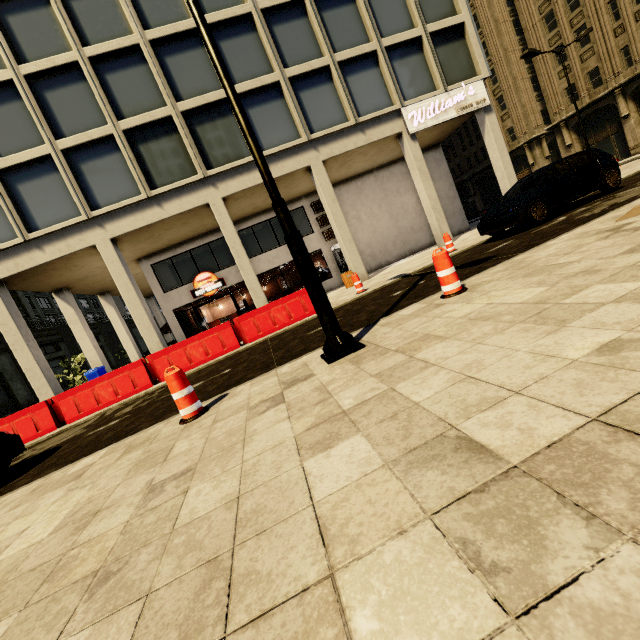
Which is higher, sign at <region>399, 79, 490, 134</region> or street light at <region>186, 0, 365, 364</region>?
sign at <region>399, 79, 490, 134</region>

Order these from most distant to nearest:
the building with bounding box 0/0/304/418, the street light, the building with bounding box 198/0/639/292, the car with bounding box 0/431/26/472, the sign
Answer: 1. the sign
2. the building with bounding box 198/0/639/292
3. the building with bounding box 0/0/304/418
4. the car with bounding box 0/431/26/472
5. the street light

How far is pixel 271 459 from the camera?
2.2 meters

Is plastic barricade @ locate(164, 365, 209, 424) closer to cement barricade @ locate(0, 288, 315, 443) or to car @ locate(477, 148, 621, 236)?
cement barricade @ locate(0, 288, 315, 443)

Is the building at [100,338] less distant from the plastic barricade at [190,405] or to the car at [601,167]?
the car at [601,167]

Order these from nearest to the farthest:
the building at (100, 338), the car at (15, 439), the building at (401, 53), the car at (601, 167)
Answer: the car at (15, 439)
the car at (601, 167)
the building at (100, 338)
the building at (401, 53)

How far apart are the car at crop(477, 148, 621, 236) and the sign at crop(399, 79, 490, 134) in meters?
7.3 m

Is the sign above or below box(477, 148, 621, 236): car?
above
